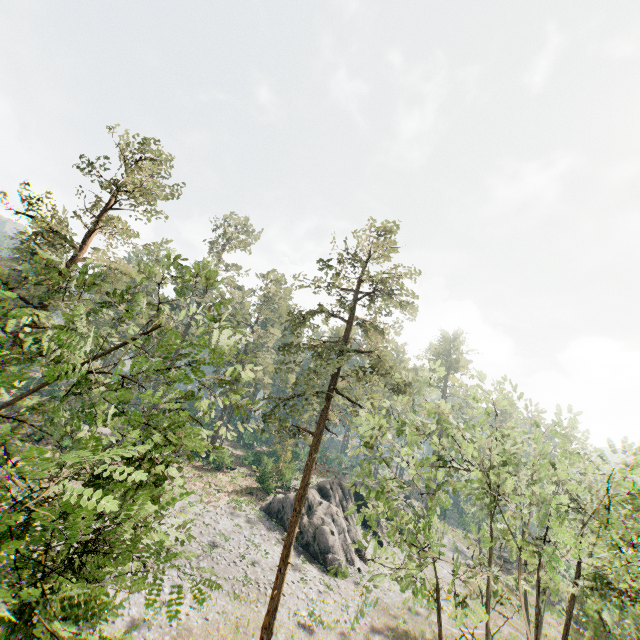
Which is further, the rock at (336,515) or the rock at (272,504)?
the rock at (272,504)

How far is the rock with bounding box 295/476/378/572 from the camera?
30.9m

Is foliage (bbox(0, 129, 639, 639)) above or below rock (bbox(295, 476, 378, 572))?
above

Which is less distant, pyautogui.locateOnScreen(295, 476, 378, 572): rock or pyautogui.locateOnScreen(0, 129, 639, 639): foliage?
pyautogui.locateOnScreen(0, 129, 639, 639): foliage

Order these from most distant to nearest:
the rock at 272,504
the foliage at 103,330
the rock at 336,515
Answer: the rock at 272,504
the rock at 336,515
the foliage at 103,330

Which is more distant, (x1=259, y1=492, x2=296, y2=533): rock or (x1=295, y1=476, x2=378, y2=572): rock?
(x1=259, y1=492, x2=296, y2=533): rock

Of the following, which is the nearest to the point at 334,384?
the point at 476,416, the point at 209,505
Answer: the point at 476,416

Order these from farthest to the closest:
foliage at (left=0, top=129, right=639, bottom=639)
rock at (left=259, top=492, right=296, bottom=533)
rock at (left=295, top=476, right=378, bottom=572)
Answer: rock at (left=259, top=492, right=296, bottom=533)
rock at (left=295, top=476, right=378, bottom=572)
foliage at (left=0, top=129, right=639, bottom=639)
